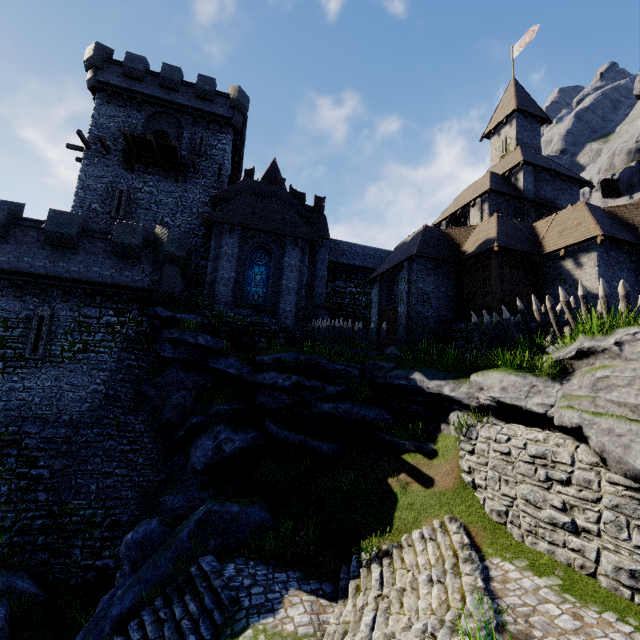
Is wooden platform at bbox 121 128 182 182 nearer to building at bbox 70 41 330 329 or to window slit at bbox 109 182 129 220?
building at bbox 70 41 330 329

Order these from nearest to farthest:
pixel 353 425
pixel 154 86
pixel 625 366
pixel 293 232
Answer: pixel 625 366
pixel 353 425
pixel 293 232
pixel 154 86

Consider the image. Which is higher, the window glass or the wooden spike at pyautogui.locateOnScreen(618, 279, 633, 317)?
the window glass

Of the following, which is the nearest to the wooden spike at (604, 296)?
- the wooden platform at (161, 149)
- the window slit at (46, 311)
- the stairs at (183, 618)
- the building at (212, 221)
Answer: the stairs at (183, 618)

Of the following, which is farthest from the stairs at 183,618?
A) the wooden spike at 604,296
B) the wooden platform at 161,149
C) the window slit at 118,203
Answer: the wooden platform at 161,149

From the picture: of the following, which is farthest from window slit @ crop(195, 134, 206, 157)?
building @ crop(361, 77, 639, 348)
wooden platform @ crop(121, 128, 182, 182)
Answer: building @ crop(361, 77, 639, 348)

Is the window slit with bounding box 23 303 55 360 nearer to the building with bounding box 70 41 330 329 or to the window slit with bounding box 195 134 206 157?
the building with bounding box 70 41 330 329

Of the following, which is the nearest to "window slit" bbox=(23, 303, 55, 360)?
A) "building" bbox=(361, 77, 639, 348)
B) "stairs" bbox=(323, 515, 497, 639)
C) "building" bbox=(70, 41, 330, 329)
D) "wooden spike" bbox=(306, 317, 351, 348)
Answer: "building" bbox=(70, 41, 330, 329)
